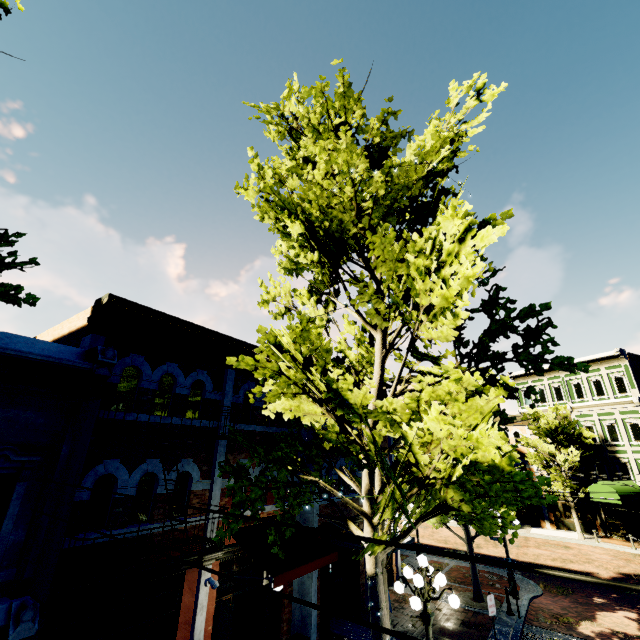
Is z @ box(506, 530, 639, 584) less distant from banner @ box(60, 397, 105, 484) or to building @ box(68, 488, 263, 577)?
building @ box(68, 488, 263, 577)

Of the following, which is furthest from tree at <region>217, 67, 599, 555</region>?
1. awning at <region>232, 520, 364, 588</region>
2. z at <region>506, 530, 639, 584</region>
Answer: awning at <region>232, 520, 364, 588</region>

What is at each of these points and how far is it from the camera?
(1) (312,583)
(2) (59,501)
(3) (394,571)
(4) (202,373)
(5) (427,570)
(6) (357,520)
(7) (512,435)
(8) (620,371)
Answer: (1) building, 10.94m
(2) banner, 5.29m
(3) building, 15.66m
(4) building, 9.79m
(5) light, 7.46m
(6) building, 14.06m
(7) building, 32.09m
(8) building, 27.17m

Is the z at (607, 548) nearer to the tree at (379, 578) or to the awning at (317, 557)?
the tree at (379, 578)

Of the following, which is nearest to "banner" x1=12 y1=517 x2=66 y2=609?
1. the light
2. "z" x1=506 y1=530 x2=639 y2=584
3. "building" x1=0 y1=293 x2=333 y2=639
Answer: the light

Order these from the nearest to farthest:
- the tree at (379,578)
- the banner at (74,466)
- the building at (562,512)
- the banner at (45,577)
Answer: the banner at (45,577) → the banner at (74,466) → the tree at (379,578) → the building at (562,512)

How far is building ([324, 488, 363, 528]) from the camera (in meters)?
13.11
